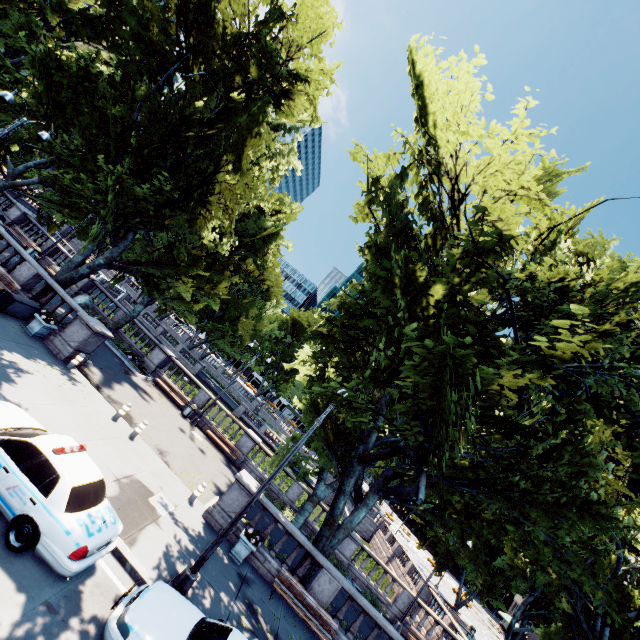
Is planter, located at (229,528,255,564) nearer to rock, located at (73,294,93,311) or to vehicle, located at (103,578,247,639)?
vehicle, located at (103,578,247,639)

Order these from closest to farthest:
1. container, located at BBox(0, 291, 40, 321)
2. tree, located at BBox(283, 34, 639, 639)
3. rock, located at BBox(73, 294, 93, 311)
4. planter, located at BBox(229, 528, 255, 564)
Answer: tree, located at BBox(283, 34, 639, 639)
planter, located at BBox(229, 528, 255, 564)
container, located at BBox(0, 291, 40, 321)
rock, located at BBox(73, 294, 93, 311)

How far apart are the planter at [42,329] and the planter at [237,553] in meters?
13.0

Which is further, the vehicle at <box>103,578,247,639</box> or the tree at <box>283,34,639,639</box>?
the tree at <box>283,34,639,639</box>

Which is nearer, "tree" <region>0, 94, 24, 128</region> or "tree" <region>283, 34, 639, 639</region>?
"tree" <region>283, 34, 639, 639</region>

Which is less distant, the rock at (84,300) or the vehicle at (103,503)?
the vehicle at (103,503)

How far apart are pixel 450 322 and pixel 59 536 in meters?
10.1

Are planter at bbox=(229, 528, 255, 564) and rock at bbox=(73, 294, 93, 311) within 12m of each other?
no
